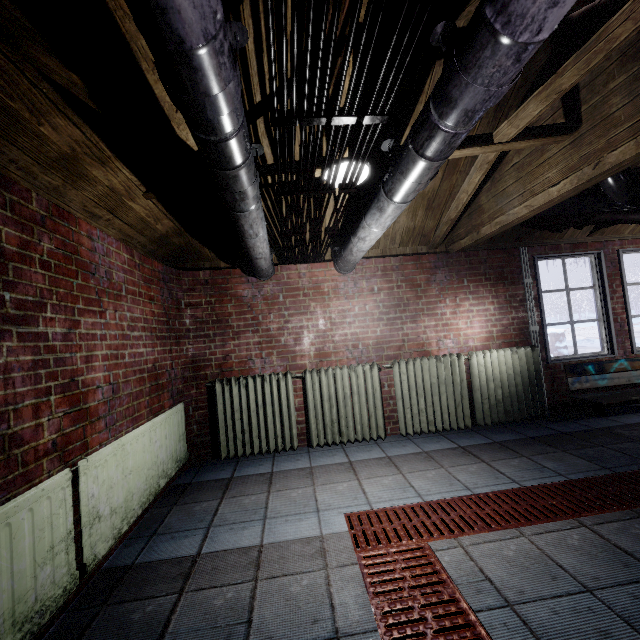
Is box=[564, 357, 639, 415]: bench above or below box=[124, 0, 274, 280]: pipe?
below

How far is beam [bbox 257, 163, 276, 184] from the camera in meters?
2.2 m

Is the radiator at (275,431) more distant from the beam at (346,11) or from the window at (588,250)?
the beam at (346,11)

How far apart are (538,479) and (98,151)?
3.52m

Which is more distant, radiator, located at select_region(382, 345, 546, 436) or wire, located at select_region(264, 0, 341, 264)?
radiator, located at select_region(382, 345, 546, 436)

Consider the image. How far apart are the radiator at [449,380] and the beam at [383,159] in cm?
126

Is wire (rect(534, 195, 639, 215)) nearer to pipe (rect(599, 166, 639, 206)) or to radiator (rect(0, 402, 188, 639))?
pipe (rect(599, 166, 639, 206))

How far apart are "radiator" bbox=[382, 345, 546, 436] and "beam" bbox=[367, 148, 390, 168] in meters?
1.3
